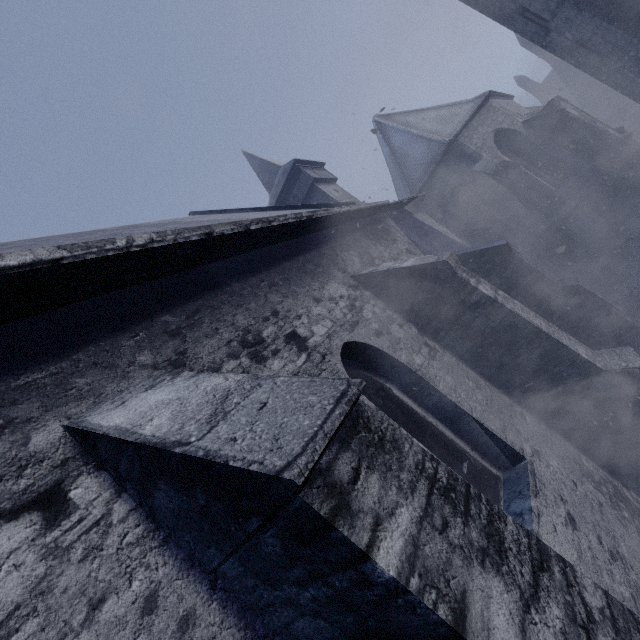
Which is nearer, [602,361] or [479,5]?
[602,361]
